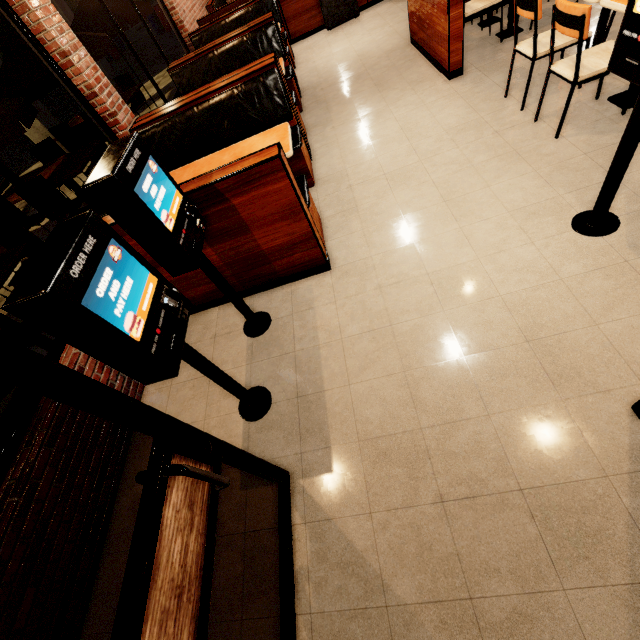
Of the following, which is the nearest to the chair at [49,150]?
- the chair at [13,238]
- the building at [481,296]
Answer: the building at [481,296]

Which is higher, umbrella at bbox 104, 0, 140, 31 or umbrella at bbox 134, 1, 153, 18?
umbrella at bbox 104, 0, 140, 31

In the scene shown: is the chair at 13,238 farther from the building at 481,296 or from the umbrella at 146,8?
the umbrella at 146,8

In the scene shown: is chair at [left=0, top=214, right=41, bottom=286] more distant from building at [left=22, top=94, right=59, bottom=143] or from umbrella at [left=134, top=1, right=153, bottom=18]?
umbrella at [left=134, top=1, right=153, bottom=18]

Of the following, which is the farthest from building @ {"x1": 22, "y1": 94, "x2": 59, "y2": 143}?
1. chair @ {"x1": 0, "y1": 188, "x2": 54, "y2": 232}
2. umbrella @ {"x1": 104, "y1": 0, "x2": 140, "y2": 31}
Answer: chair @ {"x1": 0, "y1": 188, "x2": 54, "y2": 232}

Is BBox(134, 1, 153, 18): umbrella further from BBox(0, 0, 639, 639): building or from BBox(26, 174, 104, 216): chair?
BBox(26, 174, 104, 216): chair

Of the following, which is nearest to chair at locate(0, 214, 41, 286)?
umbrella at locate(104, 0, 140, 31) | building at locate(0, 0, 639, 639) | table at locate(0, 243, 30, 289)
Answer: table at locate(0, 243, 30, 289)

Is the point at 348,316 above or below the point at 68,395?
below
